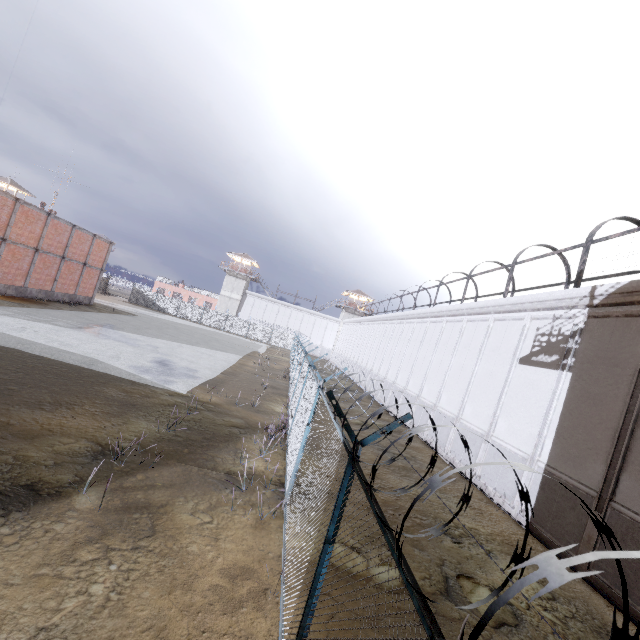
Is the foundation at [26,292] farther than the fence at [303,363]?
Yes

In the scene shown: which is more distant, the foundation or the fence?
the foundation

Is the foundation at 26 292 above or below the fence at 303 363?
below

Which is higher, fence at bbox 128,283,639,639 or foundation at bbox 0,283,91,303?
fence at bbox 128,283,639,639

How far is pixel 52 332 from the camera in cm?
1717
